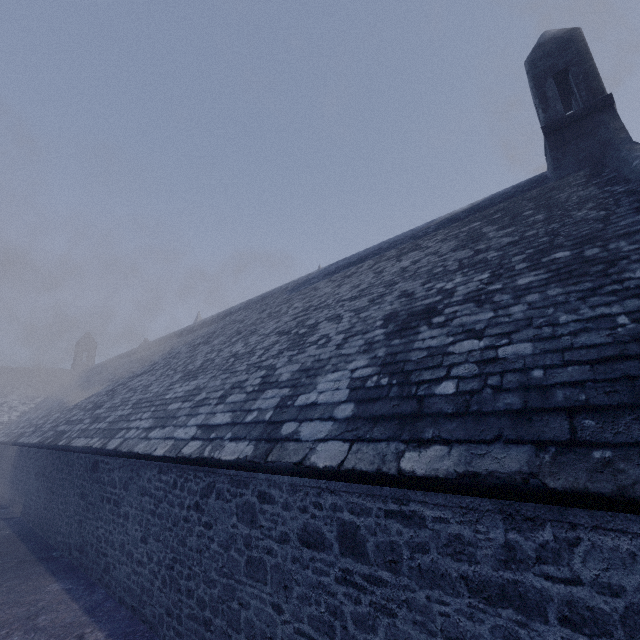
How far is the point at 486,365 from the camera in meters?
3.5 m
